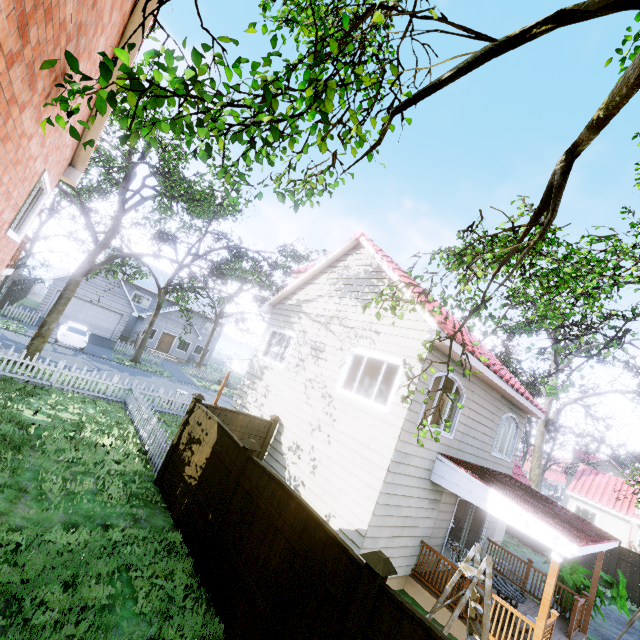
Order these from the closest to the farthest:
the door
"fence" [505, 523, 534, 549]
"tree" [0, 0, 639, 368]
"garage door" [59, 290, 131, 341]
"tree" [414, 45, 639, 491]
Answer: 1. "tree" [0, 0, 639, 368]
2. "tree" [414, 45, 639, 491]
3. "fence" [505, 523, 534, 549]
4. "garage door" [59, 290, 131, 341]
5. the door

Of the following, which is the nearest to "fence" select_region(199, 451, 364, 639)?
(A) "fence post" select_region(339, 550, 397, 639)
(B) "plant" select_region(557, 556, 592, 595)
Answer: (A) "fence post" select_region(339, 550, 397, 639)

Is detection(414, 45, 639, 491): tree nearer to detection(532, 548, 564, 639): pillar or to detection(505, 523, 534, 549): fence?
detection(505, 523, 534, 549): fence

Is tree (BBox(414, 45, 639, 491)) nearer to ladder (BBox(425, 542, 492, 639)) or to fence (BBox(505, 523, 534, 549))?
fence (BBox(505, 523, 534, 549))

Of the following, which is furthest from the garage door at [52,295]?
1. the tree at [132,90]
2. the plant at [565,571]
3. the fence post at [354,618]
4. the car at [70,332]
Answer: the plant at [565,571]

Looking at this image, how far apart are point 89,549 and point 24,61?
7.0m

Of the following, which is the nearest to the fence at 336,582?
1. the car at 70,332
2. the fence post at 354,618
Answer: the fence post at 354,618

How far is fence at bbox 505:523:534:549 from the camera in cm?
1792
